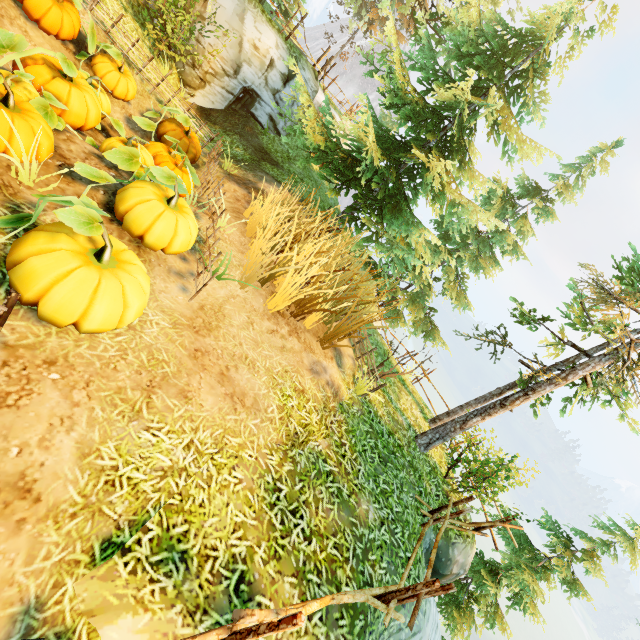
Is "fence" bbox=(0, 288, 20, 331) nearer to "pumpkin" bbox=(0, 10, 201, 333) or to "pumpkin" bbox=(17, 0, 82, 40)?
"pumpkin" bbox=(0, 10, 201, 333)

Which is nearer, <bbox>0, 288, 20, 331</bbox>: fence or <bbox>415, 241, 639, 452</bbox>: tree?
<bbox>0, 288, 20, 331</bbox>: fence

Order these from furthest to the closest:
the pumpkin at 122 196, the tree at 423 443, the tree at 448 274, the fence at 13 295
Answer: the tree at 448 274
the tree at 423 443
the pumpkin at 122 196
the fence at 13 295

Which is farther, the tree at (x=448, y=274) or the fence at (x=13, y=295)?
the tree at (x=448, y=274)

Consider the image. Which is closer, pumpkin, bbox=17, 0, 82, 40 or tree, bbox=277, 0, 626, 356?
pumpkin, bbox=17, 0, 82, 40

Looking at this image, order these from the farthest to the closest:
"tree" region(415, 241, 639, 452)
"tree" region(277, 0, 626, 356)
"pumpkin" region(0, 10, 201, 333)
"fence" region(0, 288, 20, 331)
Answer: "tree" region(277, 0, 626, 356)
"tree" region(415, 241, 639, 452)
"pumpkin" region(0, 10, 201, 333)
"fence" region(0, 288, 20, 331)

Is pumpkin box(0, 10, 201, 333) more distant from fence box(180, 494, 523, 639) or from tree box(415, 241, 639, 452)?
tree box(415, 241, 639, 452)

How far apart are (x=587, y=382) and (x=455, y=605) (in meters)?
7.67
